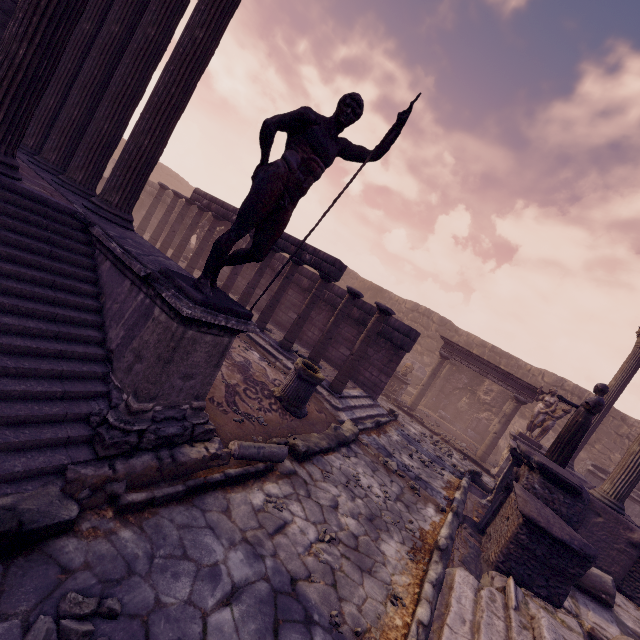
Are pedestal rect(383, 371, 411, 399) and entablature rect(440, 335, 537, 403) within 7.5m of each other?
yes

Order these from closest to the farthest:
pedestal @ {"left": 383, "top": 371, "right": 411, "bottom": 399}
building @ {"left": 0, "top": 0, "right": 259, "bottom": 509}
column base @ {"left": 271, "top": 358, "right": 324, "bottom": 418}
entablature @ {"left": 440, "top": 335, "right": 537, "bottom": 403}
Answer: building @ {"left": 0, "top": 0, "right": 259, "bottom": 509}, column base @ {"left": 271, "top": 358, "right": 324, "bottom": 418}, entablature @ {"left": 440, "top": 335, "right": 537, "bottom": 403}, pedestal @ {"left": 383, "top": 371, "right": 411, "bottom": 399}

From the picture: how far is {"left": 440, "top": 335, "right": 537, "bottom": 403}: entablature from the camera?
12.6 meters

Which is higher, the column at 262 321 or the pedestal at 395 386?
the column at 262 321

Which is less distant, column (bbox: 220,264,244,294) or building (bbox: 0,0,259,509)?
building (bbox: 0,0,259,509)

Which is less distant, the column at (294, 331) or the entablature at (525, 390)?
the column at (294, 331)

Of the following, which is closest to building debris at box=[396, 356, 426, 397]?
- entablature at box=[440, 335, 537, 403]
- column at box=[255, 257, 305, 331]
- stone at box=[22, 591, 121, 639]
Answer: entablature at box=[440, 335, 537, 403]

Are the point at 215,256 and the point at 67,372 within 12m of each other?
yes
